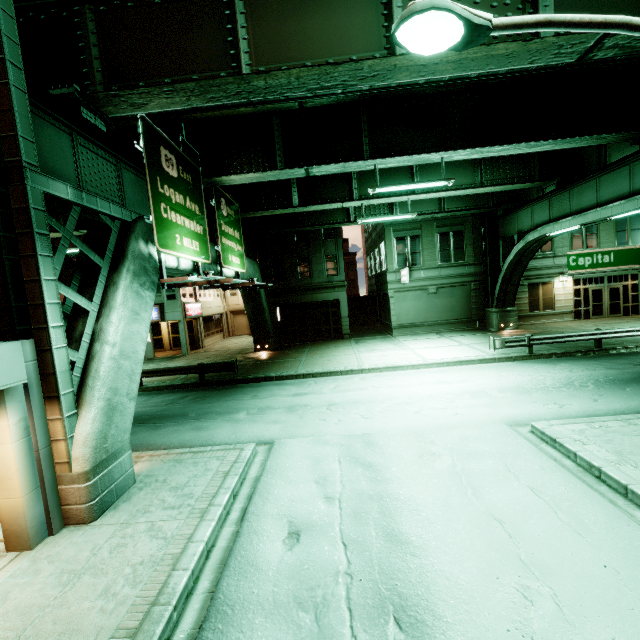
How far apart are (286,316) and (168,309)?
10.2 meters

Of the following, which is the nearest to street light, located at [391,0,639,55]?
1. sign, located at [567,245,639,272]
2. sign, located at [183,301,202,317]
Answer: sign, located at [567,245,639,272]

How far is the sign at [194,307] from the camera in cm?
2766

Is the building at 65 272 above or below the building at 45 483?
above

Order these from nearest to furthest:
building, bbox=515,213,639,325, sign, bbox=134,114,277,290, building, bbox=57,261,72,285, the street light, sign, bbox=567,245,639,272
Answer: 1. the street light
2. sign, bbox=567,245,639,272
3. sign, bbox=134,114,277,290
4. building, bbox=515,213,639,325
5. building, bbox=57,261,72,285

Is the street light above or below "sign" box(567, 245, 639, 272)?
above

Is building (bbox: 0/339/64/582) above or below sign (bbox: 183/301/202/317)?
below

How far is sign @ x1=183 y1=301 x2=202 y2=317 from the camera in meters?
27.7
